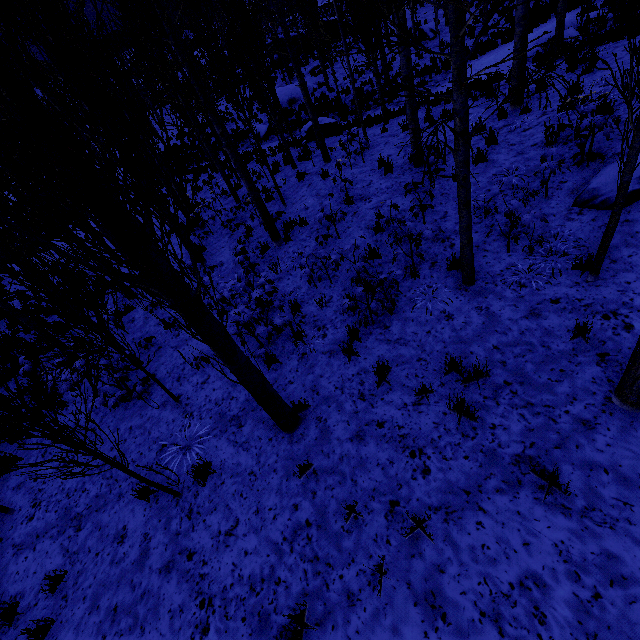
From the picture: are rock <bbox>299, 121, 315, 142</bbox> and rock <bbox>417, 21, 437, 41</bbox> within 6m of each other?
no

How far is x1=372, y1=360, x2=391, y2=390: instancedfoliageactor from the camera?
4.66m

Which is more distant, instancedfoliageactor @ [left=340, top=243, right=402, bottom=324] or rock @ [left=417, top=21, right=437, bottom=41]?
rock @ [left=417, top=21, right=437, bottom=41]

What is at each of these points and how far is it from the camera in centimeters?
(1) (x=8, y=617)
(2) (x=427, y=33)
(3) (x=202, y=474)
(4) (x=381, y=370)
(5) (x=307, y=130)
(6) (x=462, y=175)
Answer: (1) instancedfoliageactor, 440cm
(2) rock, 2041cm
(3) instancedfoliageactor, 486cm
(4) instancedfoliageactor, 466cm
(5) rock, 1462cm
(6) instancedfoliageactor, 418cm

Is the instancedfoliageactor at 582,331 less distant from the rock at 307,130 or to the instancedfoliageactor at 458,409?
the instancedfoliageactor at 458,409

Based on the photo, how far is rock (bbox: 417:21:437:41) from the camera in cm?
2039

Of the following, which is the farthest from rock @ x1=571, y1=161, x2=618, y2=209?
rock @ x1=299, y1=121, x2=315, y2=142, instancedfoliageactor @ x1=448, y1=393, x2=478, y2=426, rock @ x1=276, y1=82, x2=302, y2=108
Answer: rock @ x1=276, y1=82, x2=302, y2=108

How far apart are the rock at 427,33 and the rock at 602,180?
21.33m
